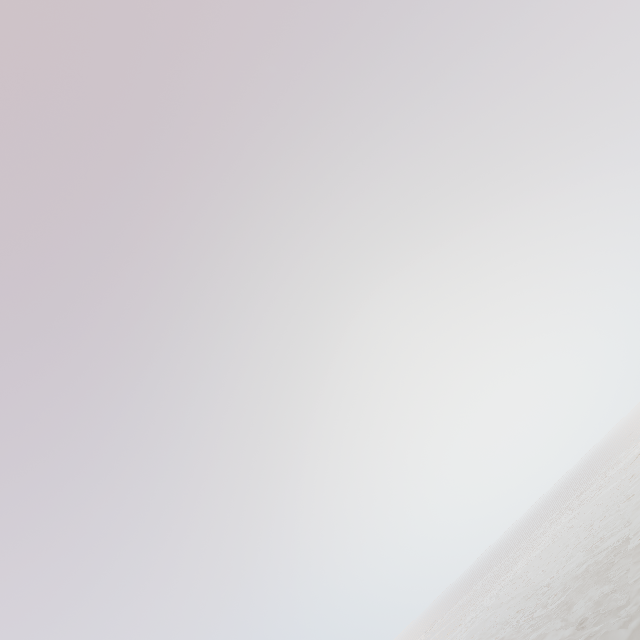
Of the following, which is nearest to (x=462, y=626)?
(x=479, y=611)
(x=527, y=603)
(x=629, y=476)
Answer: (x=479, y=611)
